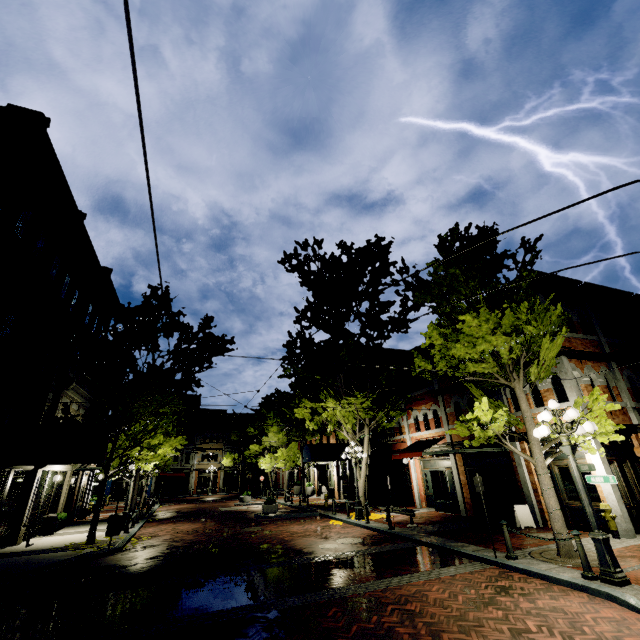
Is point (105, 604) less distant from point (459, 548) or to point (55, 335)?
point (459, 548)

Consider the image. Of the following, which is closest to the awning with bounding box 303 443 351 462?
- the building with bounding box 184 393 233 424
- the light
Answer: the light

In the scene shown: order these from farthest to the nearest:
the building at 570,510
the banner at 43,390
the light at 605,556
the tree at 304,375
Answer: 1. the tree at 304,375
2. the banner at 43,390
3. the building at 570,510
4. the light at 605,556

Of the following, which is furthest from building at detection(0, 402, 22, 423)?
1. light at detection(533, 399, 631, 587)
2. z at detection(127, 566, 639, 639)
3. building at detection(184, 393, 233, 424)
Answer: building at detection(184, 393, 233, 424)

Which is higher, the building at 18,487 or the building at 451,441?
the building at 451,441

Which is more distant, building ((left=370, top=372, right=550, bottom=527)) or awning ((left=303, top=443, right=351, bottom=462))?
awning ((left=303, top=443, right=351, bottom=462))

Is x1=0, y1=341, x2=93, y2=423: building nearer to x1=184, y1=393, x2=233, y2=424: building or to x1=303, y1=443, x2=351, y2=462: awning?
x1=303, y1=443, x2=351, y2=462: awning

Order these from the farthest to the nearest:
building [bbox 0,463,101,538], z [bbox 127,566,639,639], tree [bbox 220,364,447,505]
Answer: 1. tree [bbox 220,364,447,505]
2. building [bbox 0,463,101,538]
3. z [bbox 127,566,639,639]
